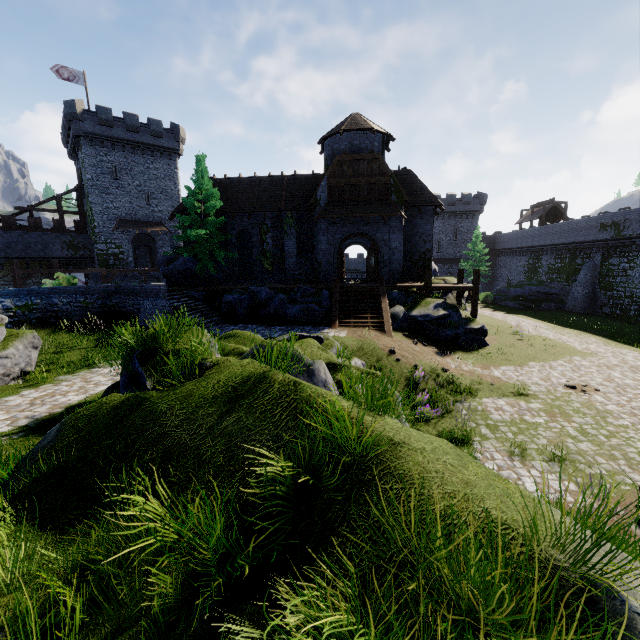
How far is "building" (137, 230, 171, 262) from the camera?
39.13m

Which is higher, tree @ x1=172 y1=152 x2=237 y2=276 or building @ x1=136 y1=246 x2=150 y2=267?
tree @ x1=172 y1=152 x2=237 y2=276

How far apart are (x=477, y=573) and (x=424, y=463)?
1.14m

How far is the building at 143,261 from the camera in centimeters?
4562cm

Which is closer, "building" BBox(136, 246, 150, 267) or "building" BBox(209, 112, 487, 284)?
"building" BBox(209, 112, 487, 284)

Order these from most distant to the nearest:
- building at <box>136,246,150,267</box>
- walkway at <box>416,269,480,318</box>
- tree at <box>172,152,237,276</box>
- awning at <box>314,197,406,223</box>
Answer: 1. building at <box>136,246,150,267</box>
2. tree at <box>172,152,237,276</box>
3. awning at <box>314,197,406,223</box>
4. walkway at <box>416,269,480,318</box>

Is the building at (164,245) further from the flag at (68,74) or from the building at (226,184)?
the building at (226,184)
